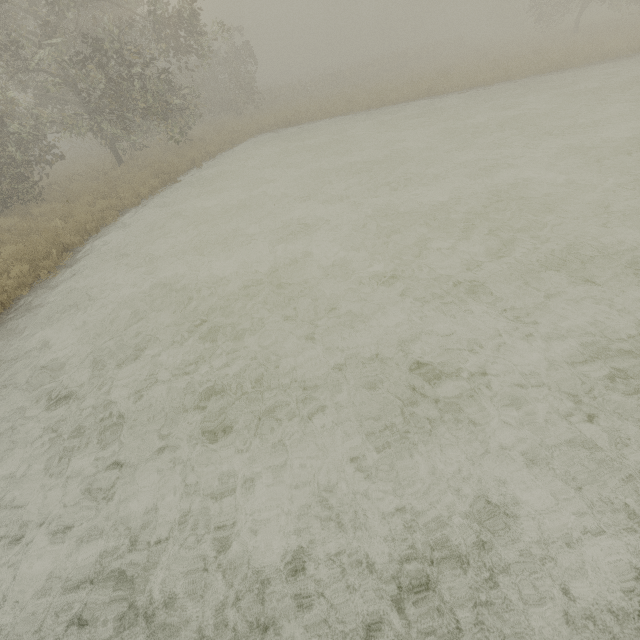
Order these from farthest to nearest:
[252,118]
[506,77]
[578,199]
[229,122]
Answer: [229,122]
[252,118]
[506,77]
[578,199]
